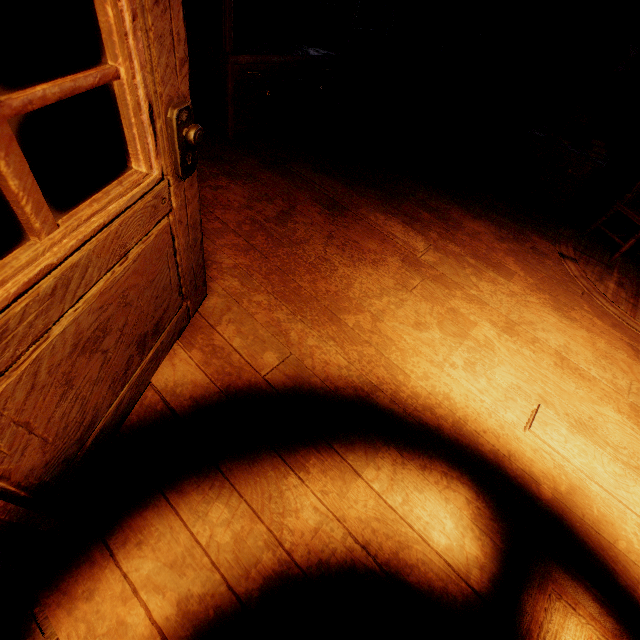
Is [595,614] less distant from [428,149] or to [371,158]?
[371,158]

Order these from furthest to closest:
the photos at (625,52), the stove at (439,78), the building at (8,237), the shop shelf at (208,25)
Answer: the stove at (439,78) < the photos at (625,52) < the shop shelf at (208,25) < the building at (8,237)

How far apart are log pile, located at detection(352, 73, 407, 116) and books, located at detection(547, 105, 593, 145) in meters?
2.4

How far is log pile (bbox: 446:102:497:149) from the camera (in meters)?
5.40

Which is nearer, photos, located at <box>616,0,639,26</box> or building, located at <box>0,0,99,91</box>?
building, located at <box>0,0,99,91</box>

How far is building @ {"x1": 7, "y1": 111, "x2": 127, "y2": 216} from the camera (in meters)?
2.54

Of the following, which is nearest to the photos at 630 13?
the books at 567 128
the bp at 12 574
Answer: the books at 567 128

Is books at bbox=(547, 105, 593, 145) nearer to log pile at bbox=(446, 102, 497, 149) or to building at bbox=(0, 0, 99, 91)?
building at bbox=(0, 0, 99, 91)
